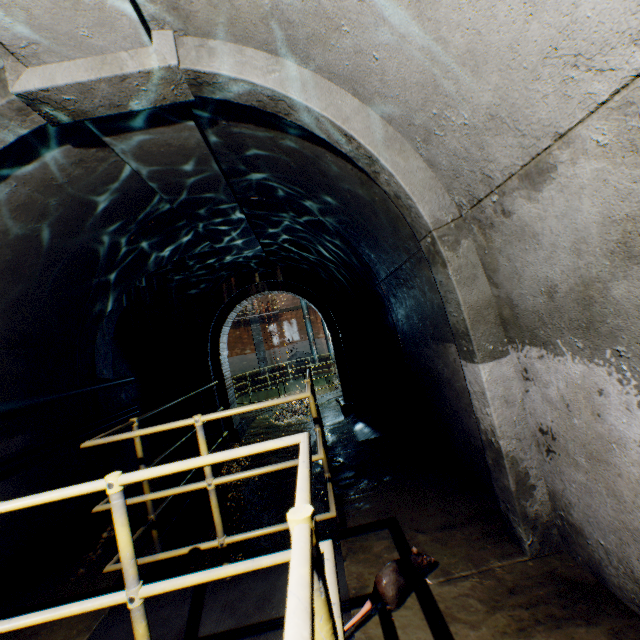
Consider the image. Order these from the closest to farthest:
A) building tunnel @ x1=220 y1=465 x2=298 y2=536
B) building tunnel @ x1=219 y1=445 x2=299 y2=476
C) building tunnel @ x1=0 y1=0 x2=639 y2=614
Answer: building tunnel @ x1=0 y1=0 x2=639 y2=614 < building tunnel @ x1=220 y1=465 x2=298 y2=536 < building tunnel @ x1=219 y1=445 x2=299 y2=476

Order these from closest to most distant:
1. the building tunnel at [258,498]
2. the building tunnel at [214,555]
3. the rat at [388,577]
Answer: the rat at [388,577] → the building tunnel at [214,555] → the building tunnel at [258,498]

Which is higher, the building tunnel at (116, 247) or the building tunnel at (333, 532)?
the building tunnel at (116, 247)

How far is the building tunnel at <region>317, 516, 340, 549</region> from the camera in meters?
4.1 m

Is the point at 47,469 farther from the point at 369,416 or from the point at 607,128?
the point at 369,416

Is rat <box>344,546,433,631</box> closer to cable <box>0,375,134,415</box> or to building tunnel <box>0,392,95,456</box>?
building tunnel <box>0,392,95,456</box>

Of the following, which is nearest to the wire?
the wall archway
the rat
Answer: the wall archway
